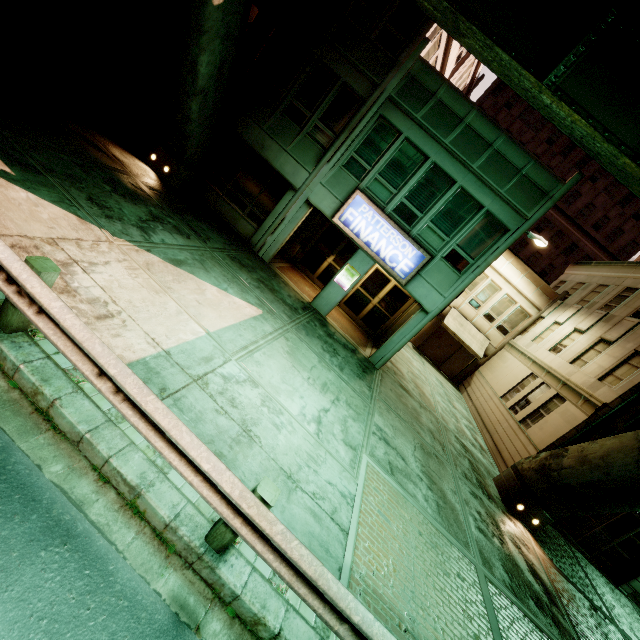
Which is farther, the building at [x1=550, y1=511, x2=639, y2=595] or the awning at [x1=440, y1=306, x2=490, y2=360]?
the awning at [x1=440, y1=306, x2=490, y2=360]

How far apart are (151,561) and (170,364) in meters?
2.7 m

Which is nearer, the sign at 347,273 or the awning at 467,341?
the sign at 347,273

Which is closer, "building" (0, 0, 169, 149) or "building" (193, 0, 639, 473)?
"building" (0, 0, 169, 149)

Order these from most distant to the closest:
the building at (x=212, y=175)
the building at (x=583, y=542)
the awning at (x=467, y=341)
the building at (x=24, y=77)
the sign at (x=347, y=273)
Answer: the awning at (x=467, y=341)
the building at (x=583, y=542)
the sign at (x=347, y=273)
the building at (x=212, y=175)
the building at (x=24, y=77)

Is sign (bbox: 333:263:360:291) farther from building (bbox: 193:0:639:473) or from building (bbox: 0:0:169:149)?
building (bbox: 0:0:169:149)

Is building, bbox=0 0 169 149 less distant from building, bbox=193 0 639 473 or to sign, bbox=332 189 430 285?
building, bbox=193 0 639 473

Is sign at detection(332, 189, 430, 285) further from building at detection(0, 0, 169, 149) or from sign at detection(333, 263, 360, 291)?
building at detection(0, 0, 169, 149)
